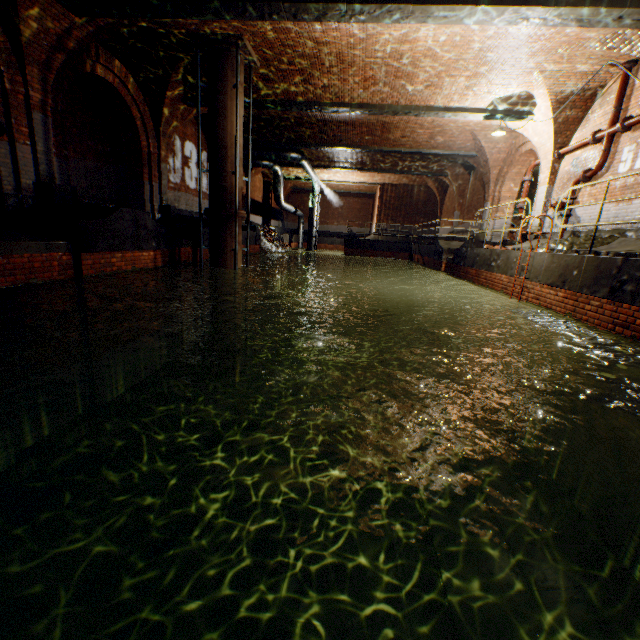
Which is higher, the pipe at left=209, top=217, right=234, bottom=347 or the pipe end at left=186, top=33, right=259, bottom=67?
the pipe end at left=186, top=33, right=259, bottom=67

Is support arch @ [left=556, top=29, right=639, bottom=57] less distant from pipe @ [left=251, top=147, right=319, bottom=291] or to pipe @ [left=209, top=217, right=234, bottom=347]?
pipe @ [left=209, top=217, right=234, bottom=347]

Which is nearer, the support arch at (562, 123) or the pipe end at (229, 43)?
the pipe end at (229, 43)

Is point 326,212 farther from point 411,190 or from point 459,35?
point 459,35

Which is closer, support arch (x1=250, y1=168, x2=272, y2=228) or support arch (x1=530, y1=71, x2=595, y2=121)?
support arch (x1=530, y1=71, x2=595, y2=121)

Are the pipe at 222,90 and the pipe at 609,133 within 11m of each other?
yes

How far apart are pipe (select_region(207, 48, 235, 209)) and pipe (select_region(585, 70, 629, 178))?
9.83m

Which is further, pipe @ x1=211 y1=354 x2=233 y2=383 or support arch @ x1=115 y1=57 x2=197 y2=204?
pipe @ x1=211 y1=354 x2=233 y2=383
